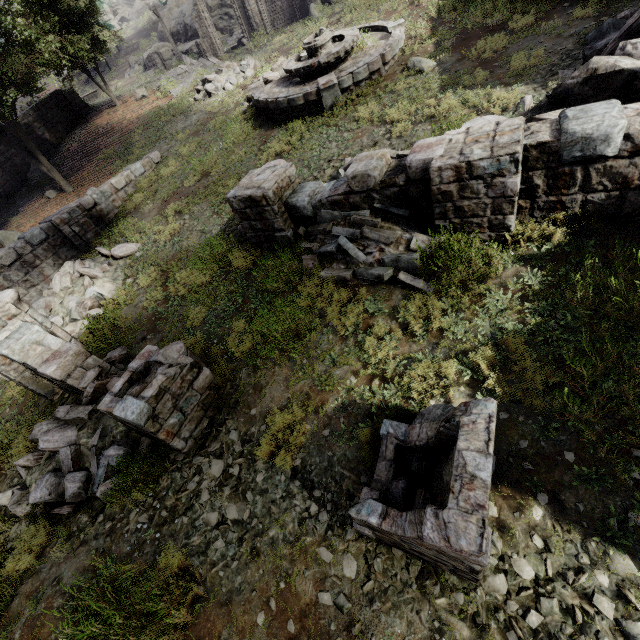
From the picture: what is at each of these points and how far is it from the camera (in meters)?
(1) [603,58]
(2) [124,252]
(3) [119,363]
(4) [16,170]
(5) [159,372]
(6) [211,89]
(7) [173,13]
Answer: (1) rubble, 5.59
(2) rubble, 11.02
(3) rubble, 7.96
(4) building, 21.38
(5) building, 5.39
(6) rubble, 17.55
(7) rock, 42.78

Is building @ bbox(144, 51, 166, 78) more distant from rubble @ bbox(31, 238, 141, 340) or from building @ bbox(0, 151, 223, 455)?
rubble @ bbox(31, 238, 141, 340)

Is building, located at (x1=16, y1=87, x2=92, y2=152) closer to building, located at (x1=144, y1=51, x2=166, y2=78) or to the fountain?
the fountain

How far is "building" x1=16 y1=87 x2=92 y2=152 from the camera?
22.3 meters

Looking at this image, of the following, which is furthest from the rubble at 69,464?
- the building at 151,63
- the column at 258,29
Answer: the column at 258,29

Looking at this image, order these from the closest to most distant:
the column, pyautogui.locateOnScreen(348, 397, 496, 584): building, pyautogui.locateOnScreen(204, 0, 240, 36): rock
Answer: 1. pyautogui.locateOnScreen(348, 397, 496, 584): building
2. the column
3. pyautogui.locateOnScreen(204, 0, 240, 36): rock

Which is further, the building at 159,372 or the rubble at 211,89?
the rubble at 211,89

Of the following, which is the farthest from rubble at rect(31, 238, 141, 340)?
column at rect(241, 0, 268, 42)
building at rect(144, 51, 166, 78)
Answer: column at rect(241, 0, 268, 42)
